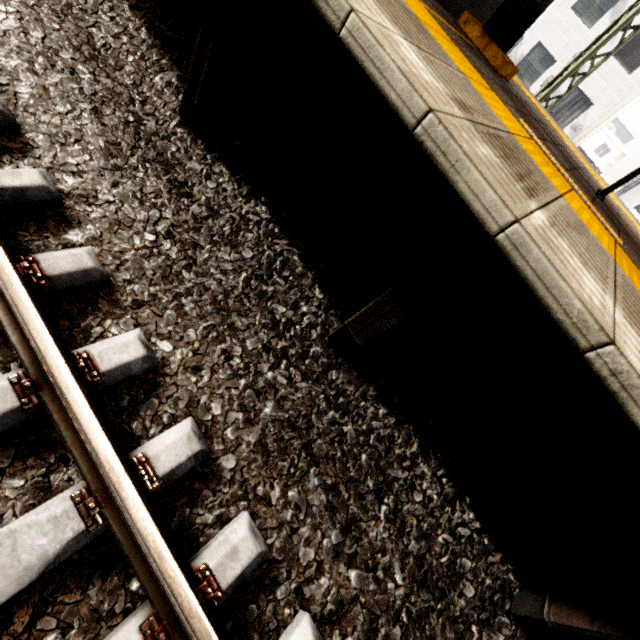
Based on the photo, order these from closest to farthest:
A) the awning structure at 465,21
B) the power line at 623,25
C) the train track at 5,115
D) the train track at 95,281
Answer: the train track at 95,281 < the train track at 5,115 < the awning structure at 465,21 < the power line at 623,25

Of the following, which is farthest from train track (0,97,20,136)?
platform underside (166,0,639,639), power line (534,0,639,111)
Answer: power line (534,0,639,111)

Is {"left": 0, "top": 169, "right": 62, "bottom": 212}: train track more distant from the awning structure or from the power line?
the power line

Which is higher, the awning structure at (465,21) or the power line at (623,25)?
the power line at (623,25)

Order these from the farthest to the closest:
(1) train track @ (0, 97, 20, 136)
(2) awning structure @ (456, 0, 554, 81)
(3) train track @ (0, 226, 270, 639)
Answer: (2) awning structure @ (456, 0, 554, 81), (1) train track @ (0, 97, 20, 136), (3) train track @ (0, 226, 270, 639)

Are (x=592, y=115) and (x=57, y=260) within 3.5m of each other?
no
